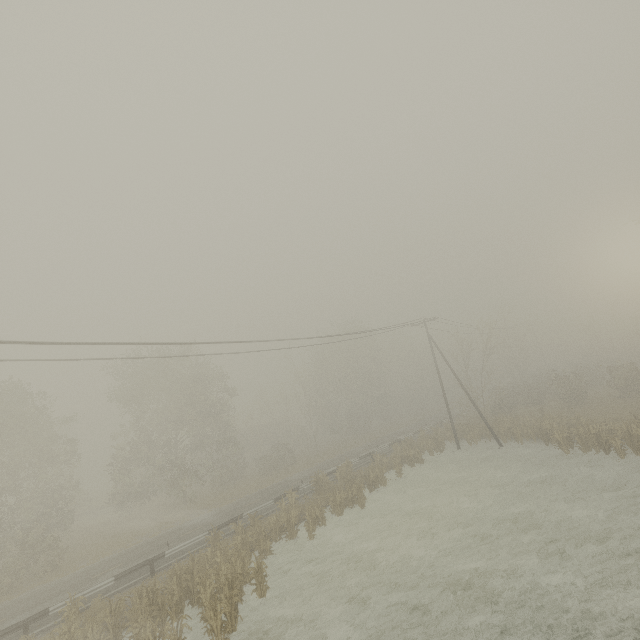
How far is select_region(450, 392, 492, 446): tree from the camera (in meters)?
29.48

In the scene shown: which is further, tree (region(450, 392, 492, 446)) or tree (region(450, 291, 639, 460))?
tree (region(450, 392, 492, 446))

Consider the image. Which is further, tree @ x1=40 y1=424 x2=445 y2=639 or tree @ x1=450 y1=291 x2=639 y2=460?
tree @ x1=450 y1=291 x2=639 y2=460

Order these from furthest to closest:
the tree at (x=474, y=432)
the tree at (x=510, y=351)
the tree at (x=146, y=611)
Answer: the tree at (x=474, y=432), the tree at (x=510, y=351), the tree at (x=146, y=611)

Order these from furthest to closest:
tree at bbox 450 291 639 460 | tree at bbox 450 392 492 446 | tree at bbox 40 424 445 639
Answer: tree at bbox 450 392 492 446, tree at bbox 450 291 639 460, tree at bbox 40 424 445 639

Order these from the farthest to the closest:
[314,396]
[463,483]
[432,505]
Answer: [314,396]
[463,483]
[432,505]

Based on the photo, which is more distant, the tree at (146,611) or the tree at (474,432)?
the tree at (474,432)
